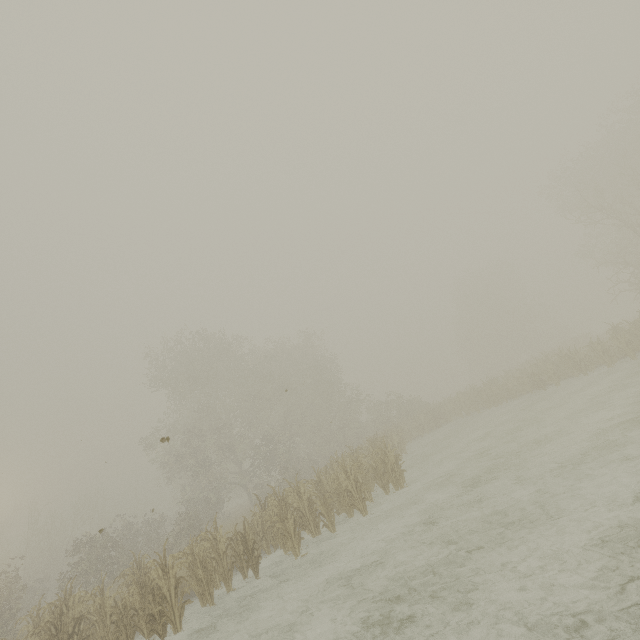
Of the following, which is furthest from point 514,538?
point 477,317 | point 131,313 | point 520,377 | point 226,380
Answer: point 477,317
